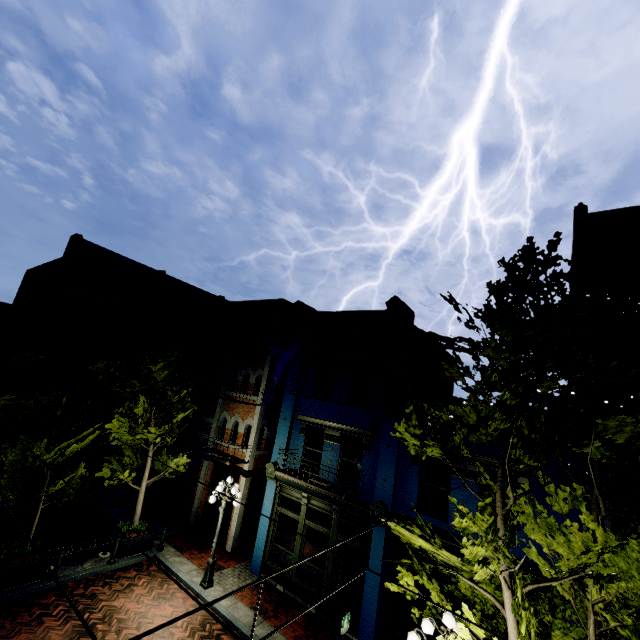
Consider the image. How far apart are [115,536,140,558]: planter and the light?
3.01m

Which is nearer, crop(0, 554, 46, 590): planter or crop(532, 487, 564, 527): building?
crop(532, 487, 564, 527): building

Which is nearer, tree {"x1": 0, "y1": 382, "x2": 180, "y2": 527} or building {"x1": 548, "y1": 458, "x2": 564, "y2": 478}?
building {"x1": 548, "y1": 458, "x2": 564, "y2": 478}

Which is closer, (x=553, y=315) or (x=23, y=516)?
(x=553, y=315)

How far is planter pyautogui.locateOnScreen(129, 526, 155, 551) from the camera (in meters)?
12.74

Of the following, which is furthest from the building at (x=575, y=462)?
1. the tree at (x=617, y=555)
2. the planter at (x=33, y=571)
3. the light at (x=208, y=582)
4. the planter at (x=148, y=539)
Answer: the planter at (x=33, y=571)

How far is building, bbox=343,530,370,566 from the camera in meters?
11.0 m

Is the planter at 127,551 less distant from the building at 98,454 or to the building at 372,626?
the building at 372,626
